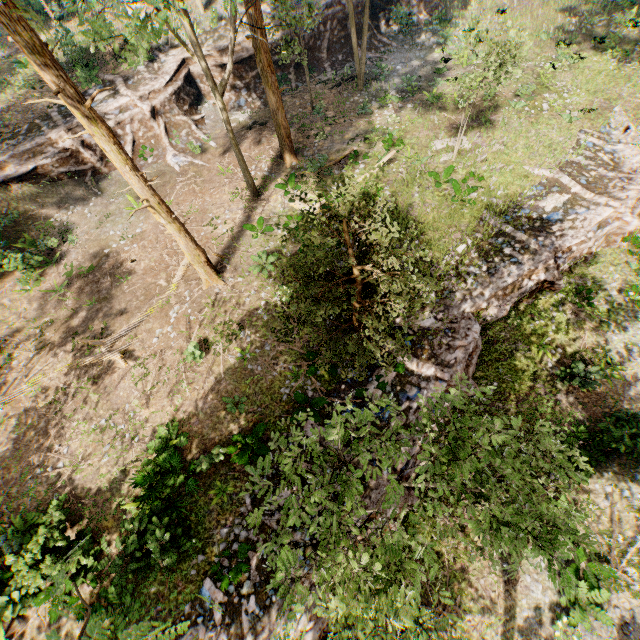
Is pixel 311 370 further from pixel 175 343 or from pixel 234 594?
pixel 234 594

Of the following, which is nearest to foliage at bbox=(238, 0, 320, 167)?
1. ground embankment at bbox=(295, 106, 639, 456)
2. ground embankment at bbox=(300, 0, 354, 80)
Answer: ground embankment at bbox=(295, 106, 639, 456)

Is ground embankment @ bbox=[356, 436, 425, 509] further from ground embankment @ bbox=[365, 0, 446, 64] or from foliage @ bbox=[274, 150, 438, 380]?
ground embankment @ bbox=[365, 0, 446, 64]

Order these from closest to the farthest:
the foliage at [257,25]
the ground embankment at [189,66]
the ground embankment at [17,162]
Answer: the foliage at [257,25], the ground embankment at [17,162], the ground embankment at [189,66]

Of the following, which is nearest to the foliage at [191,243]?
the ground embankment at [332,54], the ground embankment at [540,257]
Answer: the ground embankment at [540,257]

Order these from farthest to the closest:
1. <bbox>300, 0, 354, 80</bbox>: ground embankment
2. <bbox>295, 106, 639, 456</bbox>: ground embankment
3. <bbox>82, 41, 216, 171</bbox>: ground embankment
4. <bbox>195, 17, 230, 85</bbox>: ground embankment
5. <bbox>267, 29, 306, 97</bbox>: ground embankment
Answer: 1. <bbox>300, 0, 354, 80</bbox>: ground embankment
2. <bbox>267, 29, 306, 97</bbox>: ground embankment
3. <bbox>195, 17, 230, 85</bbox>: ground embankment
4. <bbox>82, 41, 216, 171</bbox>: ground embankment
5. <bbox>295, 106, 639, 456</bbox>: ground embankment
